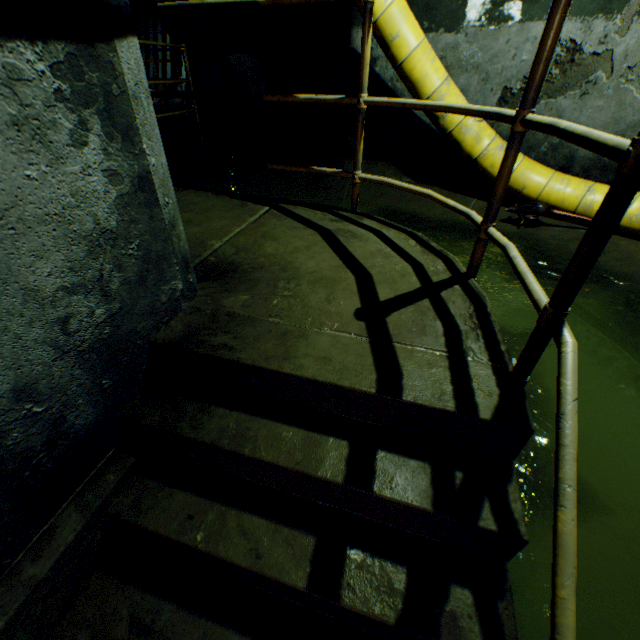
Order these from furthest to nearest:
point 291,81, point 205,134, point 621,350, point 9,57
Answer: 1. point 205,134
2. point 291,81
3. point 621,350
4. point 9,57

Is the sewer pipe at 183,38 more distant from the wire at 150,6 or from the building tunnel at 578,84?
the wire at 150,6

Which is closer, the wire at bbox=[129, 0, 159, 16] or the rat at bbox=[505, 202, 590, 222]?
the wire at bbox=[129, 0, 159, 16]

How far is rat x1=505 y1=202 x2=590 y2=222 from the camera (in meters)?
3.81

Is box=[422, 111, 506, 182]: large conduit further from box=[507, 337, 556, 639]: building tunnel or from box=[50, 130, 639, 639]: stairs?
box=[50, 130, 639, 639]: stairs

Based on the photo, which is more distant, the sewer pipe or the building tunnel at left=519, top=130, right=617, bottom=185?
the sewer pipe

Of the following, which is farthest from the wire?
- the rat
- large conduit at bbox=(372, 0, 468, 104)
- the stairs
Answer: the rat

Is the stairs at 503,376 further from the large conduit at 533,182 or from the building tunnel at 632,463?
the large conduit at 533,182
